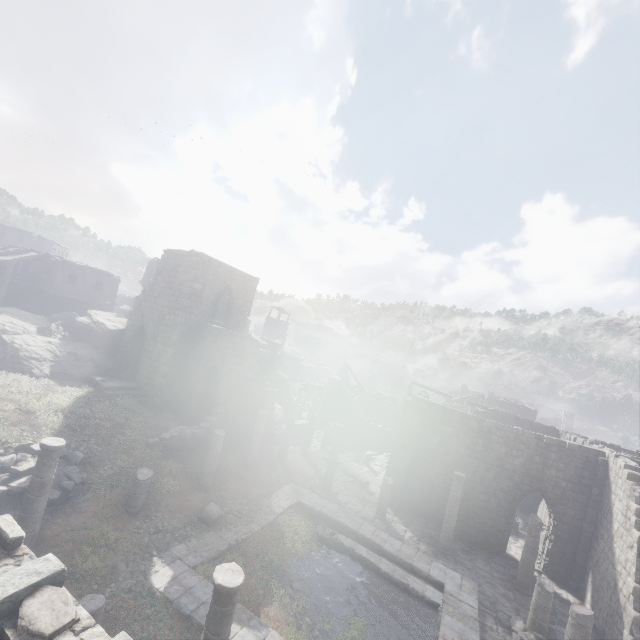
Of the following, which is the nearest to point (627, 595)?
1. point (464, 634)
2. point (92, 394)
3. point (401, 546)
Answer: point (464, 634)

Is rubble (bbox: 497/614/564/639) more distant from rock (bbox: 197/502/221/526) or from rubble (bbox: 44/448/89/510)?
rubble (bbox: 44/448/89/510)

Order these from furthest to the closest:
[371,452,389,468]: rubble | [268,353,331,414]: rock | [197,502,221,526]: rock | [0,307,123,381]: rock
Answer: [268,353,331,414]: rock < [371,452,389,468]: rubble < [0,307,123,381]: rock < [197,502,221,526]: rock

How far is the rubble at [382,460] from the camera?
26.53m

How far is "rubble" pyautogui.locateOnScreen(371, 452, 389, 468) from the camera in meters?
26.5 m

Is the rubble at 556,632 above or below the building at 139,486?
below

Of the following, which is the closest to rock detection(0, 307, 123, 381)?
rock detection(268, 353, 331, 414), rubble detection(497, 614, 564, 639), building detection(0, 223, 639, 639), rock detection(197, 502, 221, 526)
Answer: building detection(0, 223, 639, 639)

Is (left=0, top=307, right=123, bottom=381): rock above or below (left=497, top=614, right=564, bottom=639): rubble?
above
